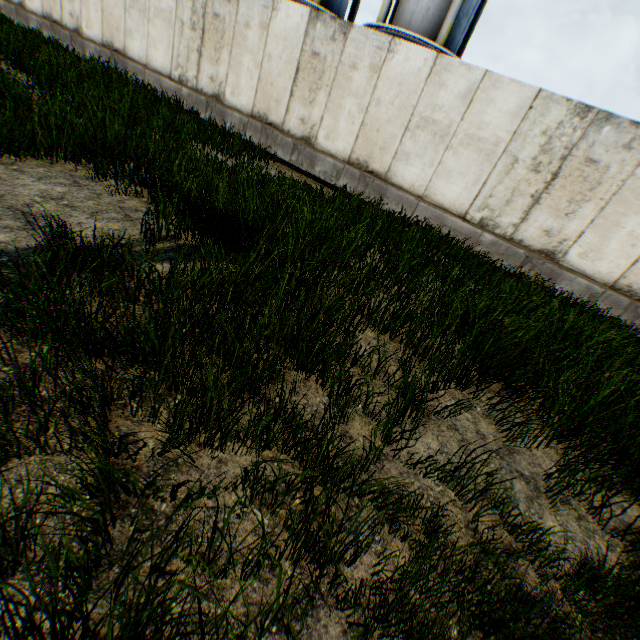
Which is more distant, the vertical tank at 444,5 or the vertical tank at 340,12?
the vertical tank at 340,12

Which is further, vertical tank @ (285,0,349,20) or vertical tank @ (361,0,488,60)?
vertical tank @ (285,0,349,20)

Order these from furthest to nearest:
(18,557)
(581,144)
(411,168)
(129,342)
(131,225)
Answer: (411,168), (581,144), (131,225), (129,342), (18,557)
